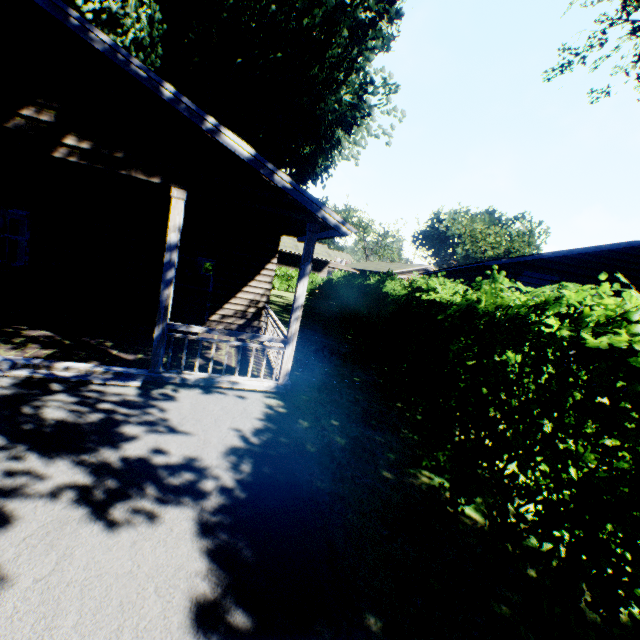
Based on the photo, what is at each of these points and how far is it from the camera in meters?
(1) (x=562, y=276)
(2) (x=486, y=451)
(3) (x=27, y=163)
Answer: (1) house, 13.2 m
(2) hedge, 3.1 m
(3) house, 6.3 m

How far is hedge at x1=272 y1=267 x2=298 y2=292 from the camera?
32.03m

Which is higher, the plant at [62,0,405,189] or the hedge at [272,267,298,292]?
the plant at [62,0,405,189]

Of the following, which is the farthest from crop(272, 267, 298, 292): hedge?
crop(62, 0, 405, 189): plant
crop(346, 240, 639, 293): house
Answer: crop(346, 240, 639, 293): house

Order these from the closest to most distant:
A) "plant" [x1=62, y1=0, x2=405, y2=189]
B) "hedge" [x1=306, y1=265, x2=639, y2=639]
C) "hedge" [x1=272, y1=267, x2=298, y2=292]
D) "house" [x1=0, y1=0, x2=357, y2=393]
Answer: "hedge" [x1=306, y1=265, x2=639, y2=639]
"house" [x1=0, y1=0, x2=357, y2=393]
"plant" [x1=62, y1=0, x2=405, y2=189]
"hedge" [x1=272, y1=267, x2=298, y2=292]

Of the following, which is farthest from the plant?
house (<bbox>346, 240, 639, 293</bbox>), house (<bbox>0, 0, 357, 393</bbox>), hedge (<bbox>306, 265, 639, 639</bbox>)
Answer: house (<bbox>346, 240, 639, 293</bbox>)

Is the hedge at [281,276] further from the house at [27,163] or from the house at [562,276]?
the house at [562,276]

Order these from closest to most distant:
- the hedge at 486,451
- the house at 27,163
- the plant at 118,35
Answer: the hedge at 486,451, the house at 27,163, the plant at 118,35
